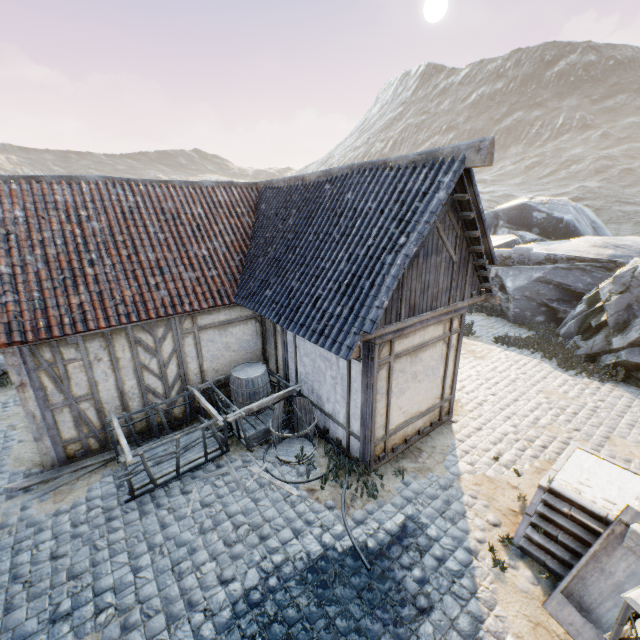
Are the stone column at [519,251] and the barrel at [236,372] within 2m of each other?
no

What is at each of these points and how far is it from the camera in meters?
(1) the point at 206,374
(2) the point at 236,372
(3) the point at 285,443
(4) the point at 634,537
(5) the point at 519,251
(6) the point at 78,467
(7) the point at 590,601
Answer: (1) building, 8.3
(2) barrel, 8.3
(3) barrel, 7.5
(4) street light, 2.3
(5) stone column, 15.7
(6) wood chunk, 6.8
(7) washtub, 4.2

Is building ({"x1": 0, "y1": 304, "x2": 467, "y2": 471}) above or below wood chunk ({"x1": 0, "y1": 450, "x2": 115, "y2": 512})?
above

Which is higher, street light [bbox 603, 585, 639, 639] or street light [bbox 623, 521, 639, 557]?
street light [bbox 623, 521, 639, 557]

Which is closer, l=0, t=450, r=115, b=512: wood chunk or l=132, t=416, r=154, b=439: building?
l=0, t=450, r=115, b=512: wood chunk

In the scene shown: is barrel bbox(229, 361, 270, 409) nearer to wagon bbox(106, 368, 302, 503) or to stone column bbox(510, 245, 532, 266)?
wagon bbox(106, 368, 302, 503)

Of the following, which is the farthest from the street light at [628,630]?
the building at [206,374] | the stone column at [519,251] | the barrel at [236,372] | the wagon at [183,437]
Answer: the stone column at [519,251]

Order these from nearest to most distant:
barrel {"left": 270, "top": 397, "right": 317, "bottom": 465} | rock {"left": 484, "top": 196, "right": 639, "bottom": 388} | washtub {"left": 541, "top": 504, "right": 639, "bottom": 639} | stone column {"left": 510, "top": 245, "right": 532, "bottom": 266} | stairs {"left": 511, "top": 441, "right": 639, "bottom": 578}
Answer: washtub {"left": 541, "top": 504, "right": 639, "bottom": 639}, stairs {"left": 511, "top": 441, "right": 639, "bottom": 578}, barrel {"left": 270, "top": 397, "right": 317, "bottom": 465}, rock {"left": 484, "top": 196, "right": 639, "bottom": 388}, stone column {"left": 510, "top": 245, "right": 532, "bottom": 266}
